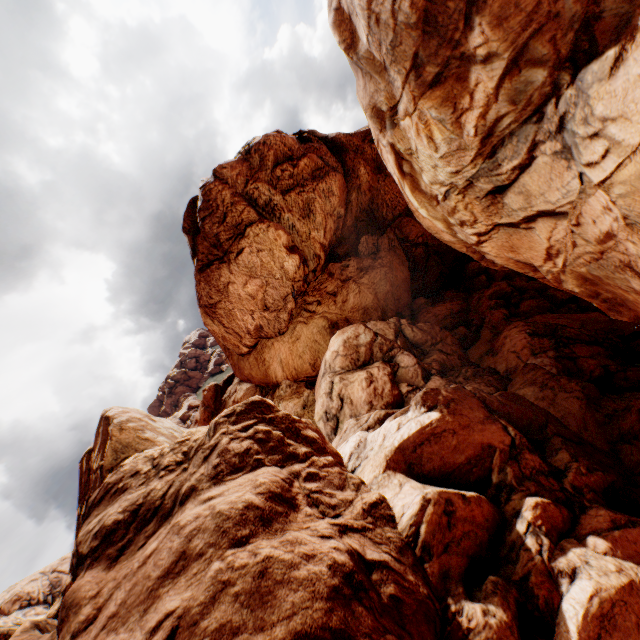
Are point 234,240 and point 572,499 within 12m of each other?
no
